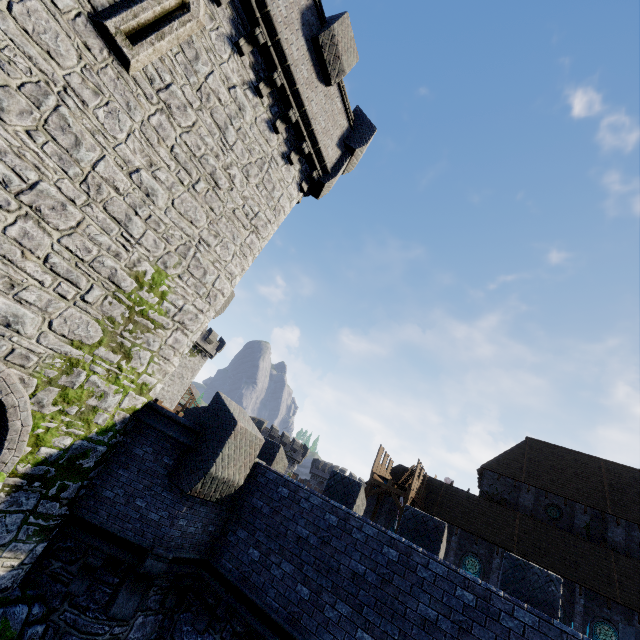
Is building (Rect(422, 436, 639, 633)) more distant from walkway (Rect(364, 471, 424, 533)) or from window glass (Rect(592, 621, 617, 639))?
window glass (Rect(592, 621, 617, 639))

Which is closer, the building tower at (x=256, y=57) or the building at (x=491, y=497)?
the building tower at (x=256, y=57)

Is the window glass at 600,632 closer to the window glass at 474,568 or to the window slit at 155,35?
the window glass at 474,568

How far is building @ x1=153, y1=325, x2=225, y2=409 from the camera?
43.8m

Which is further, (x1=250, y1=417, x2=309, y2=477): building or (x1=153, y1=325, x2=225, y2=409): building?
(x1=250, y1=417, x2=309, y2=477): building

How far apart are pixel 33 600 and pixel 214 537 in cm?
355

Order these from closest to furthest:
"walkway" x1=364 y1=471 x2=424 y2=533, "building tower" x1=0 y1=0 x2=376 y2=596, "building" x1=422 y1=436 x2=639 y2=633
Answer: "building tower" x1=0 y1=0 x2=376 y2=596
"building" x1=422 y1=436 x2=639 y2=633
"walkway" x1=364 y1=471 x2=424 y2=533

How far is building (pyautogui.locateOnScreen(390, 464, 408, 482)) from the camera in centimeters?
3120cm
